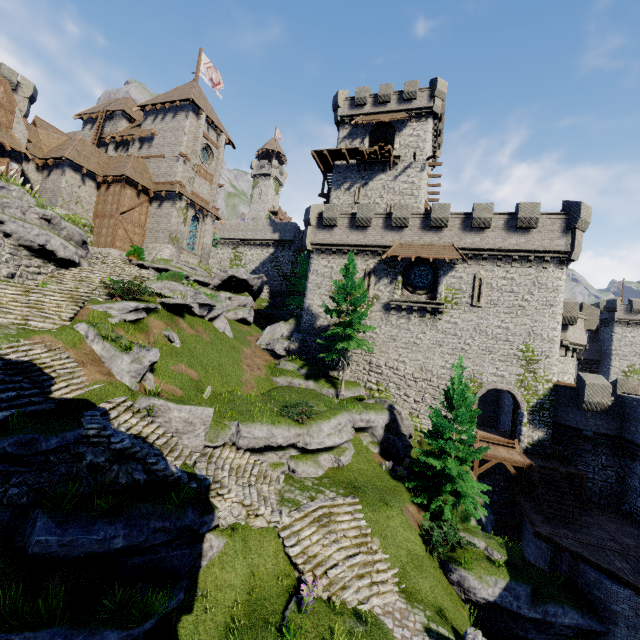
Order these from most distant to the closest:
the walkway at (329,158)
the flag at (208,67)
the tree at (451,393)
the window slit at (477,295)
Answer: the flag at (208,67) < the walkway at (329,158) < the window slit at (477,295) < the tree at (451,393)

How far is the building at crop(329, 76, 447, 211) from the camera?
32.1 meters

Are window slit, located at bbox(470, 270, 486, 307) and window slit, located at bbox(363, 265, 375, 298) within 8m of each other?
yes

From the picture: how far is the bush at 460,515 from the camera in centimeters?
1398cm

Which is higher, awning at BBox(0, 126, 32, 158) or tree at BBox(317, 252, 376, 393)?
awning at BBox(0, 126, 32, 158)

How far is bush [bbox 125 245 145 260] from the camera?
27.67m

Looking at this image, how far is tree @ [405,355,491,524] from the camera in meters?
15.7 m

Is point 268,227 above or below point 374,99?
below
